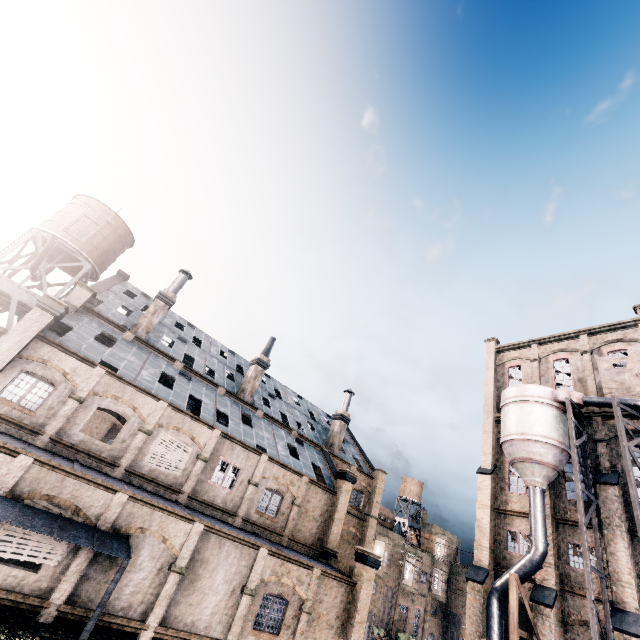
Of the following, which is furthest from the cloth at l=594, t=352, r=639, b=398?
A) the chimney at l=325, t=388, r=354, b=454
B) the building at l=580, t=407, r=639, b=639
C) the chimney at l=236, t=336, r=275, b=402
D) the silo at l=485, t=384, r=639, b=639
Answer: the chimney at l=236, t=336, r=275, b=402

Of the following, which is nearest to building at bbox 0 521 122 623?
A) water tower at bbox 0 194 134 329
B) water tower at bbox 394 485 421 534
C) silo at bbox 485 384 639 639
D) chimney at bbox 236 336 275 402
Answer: chimney at bbox 236 336 275 402

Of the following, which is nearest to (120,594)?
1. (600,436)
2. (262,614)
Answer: (262,614)

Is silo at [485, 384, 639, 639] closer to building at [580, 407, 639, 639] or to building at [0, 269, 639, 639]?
building at [580, 407, 639, 639]

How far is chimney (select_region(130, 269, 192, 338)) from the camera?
27.3 meters

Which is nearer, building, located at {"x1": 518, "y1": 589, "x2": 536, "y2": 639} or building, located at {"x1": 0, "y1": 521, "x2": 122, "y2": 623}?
building, located at {"x1": 0, "y1": 521, "x2": 122, "y2": 623}

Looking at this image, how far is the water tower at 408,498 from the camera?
56.7m

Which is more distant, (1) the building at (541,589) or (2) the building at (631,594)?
(1) the building at (541,589)
